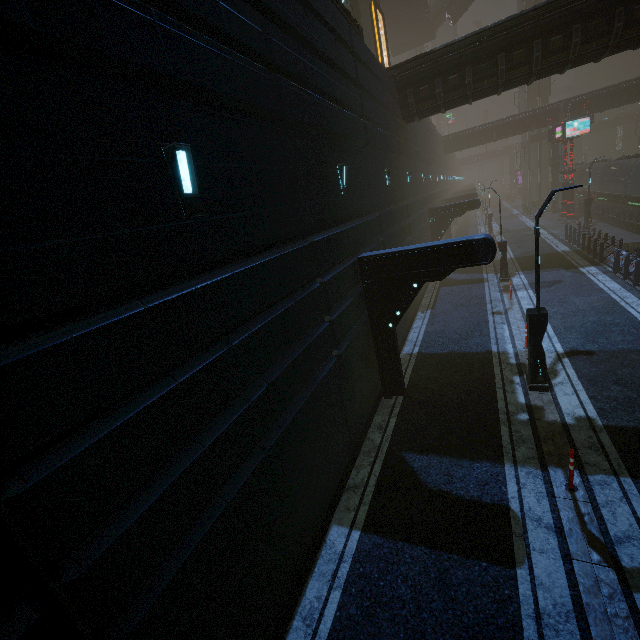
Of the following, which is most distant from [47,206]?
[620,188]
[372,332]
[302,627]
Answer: [620,188]

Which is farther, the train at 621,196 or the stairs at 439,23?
the stairs at 439,23

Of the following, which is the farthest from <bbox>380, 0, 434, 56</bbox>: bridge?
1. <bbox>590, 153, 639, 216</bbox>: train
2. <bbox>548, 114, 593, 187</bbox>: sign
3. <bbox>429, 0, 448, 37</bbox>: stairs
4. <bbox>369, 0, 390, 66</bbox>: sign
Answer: <bbox>590, 153, 639, 216</bbox>: train

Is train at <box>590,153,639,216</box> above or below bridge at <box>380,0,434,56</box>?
below

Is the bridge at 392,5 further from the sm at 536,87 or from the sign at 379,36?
the sign at 379,36

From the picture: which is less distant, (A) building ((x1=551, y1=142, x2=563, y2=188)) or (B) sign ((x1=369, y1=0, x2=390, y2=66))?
(B) sign ((x1=369, y1=0, x2=390, y2=66))

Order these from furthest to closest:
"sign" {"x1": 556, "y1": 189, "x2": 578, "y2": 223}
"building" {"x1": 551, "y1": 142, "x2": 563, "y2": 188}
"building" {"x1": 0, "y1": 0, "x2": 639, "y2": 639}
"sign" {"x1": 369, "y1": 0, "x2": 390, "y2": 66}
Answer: "building" {"x1": 551, "y1": 142, "x2": 563, "y2": 188} → "sign" {"x1": 556, "y1": 189, "x2": 578, "y2": 223} → "sign" {"x1": 369, "y1": 0, "x2": 390, "y2": 66} → "building" {"x1": 0, "y1": 0, "x2": 639, "y2": 639}

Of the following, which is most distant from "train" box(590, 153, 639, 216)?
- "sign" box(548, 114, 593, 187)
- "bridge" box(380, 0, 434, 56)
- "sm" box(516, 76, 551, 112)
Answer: "bridge" box(380, 0, 434, 56)
